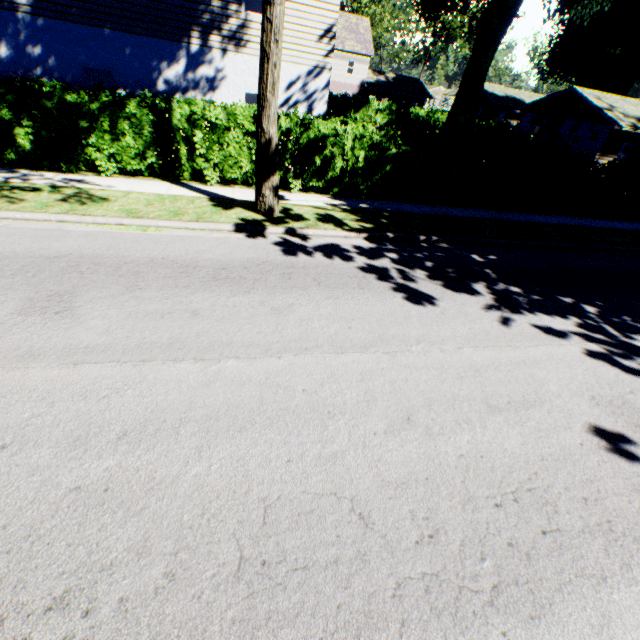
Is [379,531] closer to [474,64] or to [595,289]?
[595,289]

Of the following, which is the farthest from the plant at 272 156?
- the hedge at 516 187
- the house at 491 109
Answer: the hedge at 516 187

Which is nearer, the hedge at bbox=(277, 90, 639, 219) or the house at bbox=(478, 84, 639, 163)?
the hedge at bbox=(277, 90, 639, 219)

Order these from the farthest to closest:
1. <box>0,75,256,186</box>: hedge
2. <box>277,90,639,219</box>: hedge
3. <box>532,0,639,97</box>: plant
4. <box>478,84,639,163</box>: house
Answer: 1. <box>532,0,639,97</box>: plant
2. <box>478,84,639,163</box>: house
3. <box>277,90,639,219</box>: hedge
4. <box>0,75,256,186</box>: hedge

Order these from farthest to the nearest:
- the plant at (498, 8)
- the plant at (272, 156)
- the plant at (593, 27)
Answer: the plant at (593, 27) < the plant at (498, 8) < the plant at (272, 156)

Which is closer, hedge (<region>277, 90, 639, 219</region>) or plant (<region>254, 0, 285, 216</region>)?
plant (<region>254, 0, 285, 216</region>)

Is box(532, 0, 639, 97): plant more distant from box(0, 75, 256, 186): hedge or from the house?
box(0, 75, 256, 186): hedge

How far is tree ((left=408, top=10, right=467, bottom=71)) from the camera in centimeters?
5233cm
